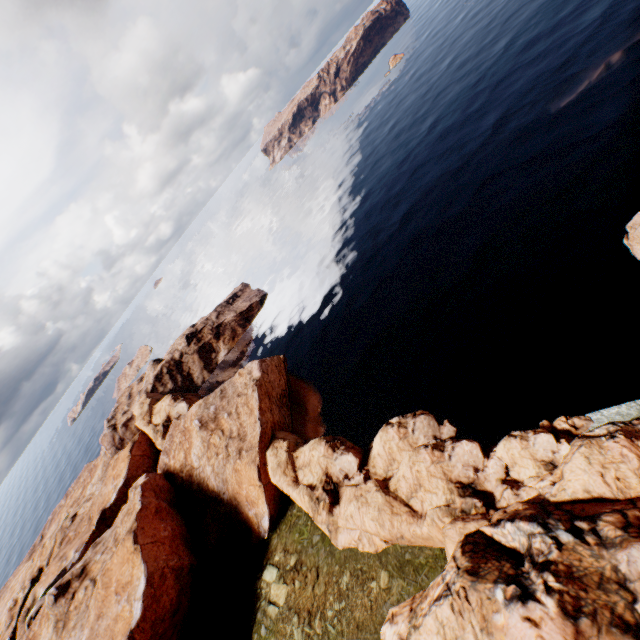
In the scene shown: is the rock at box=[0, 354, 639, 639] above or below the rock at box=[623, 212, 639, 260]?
above

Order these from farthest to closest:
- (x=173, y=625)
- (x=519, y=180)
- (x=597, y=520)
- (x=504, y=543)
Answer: (x=519, y=180), (x=173, y=625), (x=504, y=543), (x=597, y=520)

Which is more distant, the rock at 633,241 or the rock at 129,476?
the rock at 633,241

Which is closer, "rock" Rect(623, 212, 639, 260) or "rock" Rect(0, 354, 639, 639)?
"rock" Rect(0, 354, 639, 639)

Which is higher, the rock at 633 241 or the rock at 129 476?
the rock at 129 476
